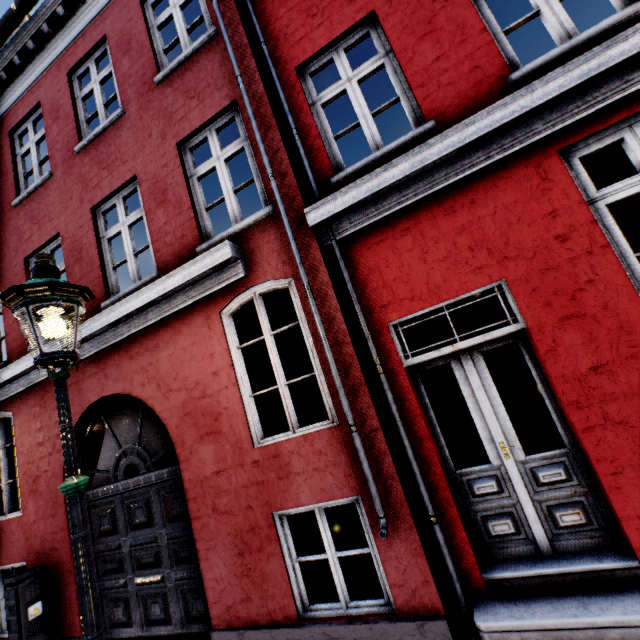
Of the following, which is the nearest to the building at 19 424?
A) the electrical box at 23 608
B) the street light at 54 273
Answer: the electrical box at 23 608

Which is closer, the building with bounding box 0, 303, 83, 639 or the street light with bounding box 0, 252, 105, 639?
the street light with bounding box 0, 252, 105, 639

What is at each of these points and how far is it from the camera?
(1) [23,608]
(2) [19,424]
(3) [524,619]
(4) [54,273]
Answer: (1) electrical box, 4.5m
(2) building, 5.7m
(3) building, 2.6m
(4) street light, 2.4m

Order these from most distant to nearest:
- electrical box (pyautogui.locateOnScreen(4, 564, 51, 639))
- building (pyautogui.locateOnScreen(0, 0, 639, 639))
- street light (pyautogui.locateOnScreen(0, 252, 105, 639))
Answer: electrical box (pyautogui.locateOnScreen(4, 564, 51, 639)) < building (pyautogui.locateOnScreen(0, 0, 639, 639)) < street light (pyautogui.locateOnScreen(0, 252, 105, 639))

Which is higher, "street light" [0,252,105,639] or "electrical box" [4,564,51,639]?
"street light" [0,252,105,639]

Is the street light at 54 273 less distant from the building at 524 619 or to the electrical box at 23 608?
the building at 524 619

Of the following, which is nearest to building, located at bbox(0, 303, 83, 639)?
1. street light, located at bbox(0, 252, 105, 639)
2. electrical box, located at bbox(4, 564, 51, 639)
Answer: electrical box, located at bbox(4, 564, 51, 639)

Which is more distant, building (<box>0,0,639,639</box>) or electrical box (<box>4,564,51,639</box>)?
electrical box (<box>4,564,51,639</box>)
